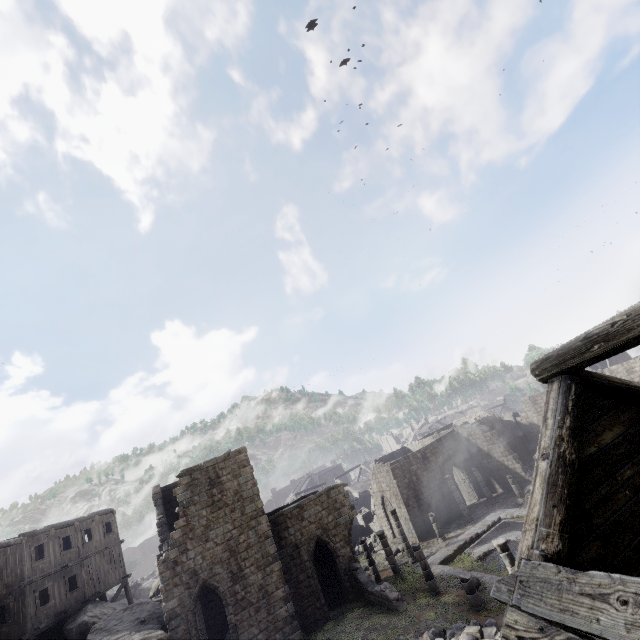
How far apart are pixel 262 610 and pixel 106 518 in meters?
20.1

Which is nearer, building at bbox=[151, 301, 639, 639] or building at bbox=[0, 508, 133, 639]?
building at bbox=[151, 301, 639, 639]

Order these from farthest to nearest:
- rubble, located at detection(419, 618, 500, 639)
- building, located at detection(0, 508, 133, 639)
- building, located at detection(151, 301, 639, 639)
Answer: building, located at detection(0, 508, 133, 639) → rubble, located at detection(419, 618, 500, 639) → building, located at detection(151, 301, 639, 639)

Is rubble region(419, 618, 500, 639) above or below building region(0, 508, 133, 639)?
below

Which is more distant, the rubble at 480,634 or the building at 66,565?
the building at 66,565

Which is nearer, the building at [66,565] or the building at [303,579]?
Answer: the building at [303,579]

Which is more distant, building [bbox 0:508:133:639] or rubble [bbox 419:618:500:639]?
building [bbox 0:508:133:639]
